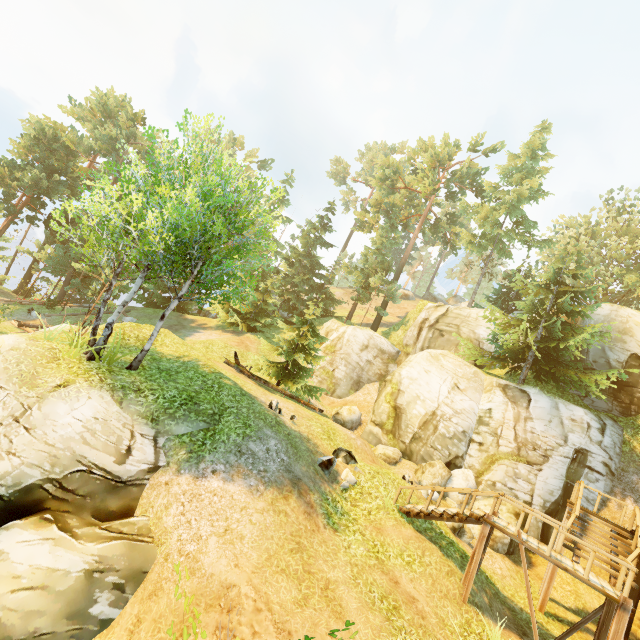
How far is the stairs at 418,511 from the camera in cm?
1058

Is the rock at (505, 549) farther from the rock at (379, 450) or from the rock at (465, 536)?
the rock at (379, 450)

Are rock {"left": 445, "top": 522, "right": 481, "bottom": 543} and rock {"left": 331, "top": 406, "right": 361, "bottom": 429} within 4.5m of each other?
no

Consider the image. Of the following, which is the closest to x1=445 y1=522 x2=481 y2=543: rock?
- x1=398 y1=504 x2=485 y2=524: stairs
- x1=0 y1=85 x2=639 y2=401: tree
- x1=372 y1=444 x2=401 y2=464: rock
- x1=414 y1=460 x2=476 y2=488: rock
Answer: x1=414 y1=460 x2=476 y2=488: rock

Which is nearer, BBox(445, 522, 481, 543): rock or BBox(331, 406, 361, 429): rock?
BBox(445, 522, 481, 543): rock

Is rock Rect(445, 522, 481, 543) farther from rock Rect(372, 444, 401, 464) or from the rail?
rock Rect(372, 444, 401, 464)

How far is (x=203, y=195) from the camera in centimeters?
1279cm

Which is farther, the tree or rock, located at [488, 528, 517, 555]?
rock, located at [488, 528, 517, 555]
